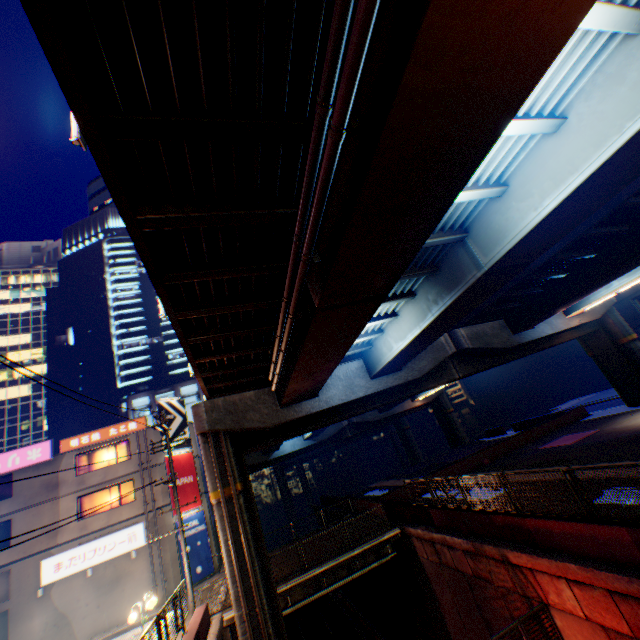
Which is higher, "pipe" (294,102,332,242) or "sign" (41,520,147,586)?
"pipe" (294,102,332,242)

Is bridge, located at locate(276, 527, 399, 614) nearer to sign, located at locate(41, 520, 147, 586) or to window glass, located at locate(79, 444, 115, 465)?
sign, located at locate(41, 520, 147, 586)

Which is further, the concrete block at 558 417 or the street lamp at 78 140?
the concrete block at 558 417

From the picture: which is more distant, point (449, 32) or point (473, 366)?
point (473, 366)

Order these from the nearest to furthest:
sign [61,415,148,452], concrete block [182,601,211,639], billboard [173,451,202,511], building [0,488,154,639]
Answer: concrete block [182,601,211,639] → building [0,488,154,639] → sign [61,415,148,452] → billboard [173,451,202,511]

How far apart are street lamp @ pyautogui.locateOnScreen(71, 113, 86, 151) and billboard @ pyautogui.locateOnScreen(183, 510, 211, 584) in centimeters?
2702cm

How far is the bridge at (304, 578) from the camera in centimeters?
1594cm

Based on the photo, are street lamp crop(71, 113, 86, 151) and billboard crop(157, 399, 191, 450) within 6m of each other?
no
